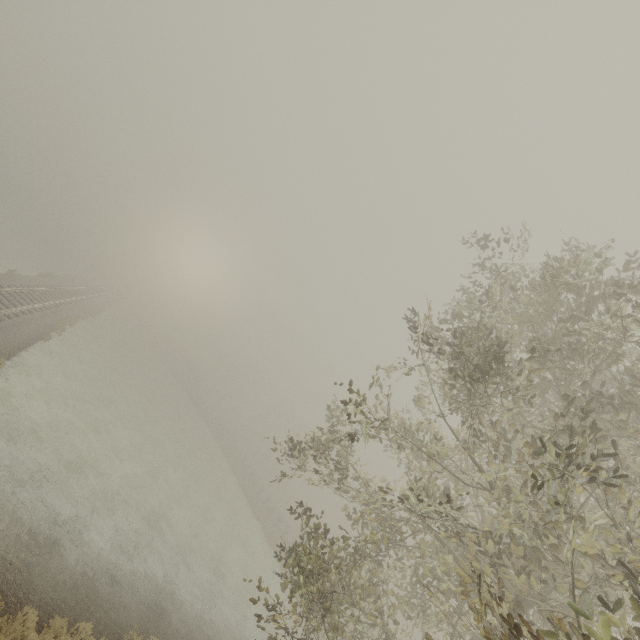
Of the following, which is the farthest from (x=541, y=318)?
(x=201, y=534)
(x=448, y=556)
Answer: (x=201, y=534)
